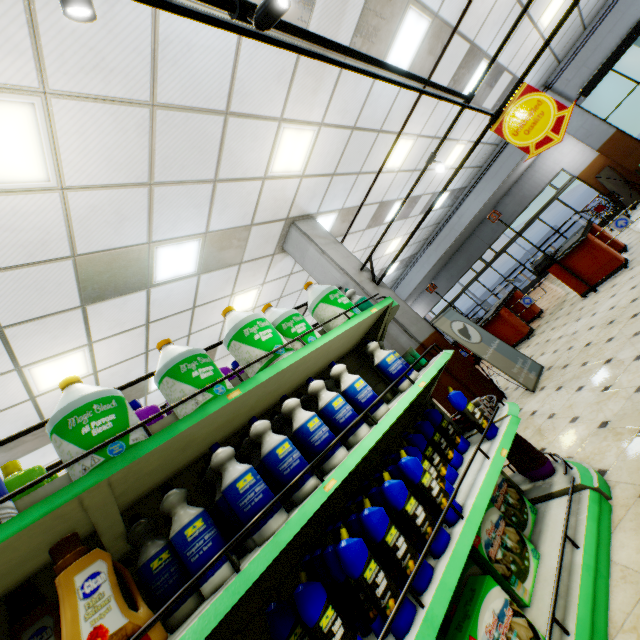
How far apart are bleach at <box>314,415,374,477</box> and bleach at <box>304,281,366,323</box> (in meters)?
0.42

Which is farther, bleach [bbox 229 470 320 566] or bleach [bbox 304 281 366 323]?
bleach [bbox 304 281 366 323]

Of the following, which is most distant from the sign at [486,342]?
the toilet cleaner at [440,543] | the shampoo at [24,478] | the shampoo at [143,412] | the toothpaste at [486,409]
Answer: the shampoo at [24,478]

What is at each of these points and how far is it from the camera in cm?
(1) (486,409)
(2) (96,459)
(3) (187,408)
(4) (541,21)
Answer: (1) toothpaste, 254
(2) bleach, 128
(3) bleach, 160
(4) building, 760

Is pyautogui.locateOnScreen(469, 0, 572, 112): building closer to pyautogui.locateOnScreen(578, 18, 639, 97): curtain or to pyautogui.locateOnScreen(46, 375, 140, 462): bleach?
pyautogui.locateOnScreen(578, 18, 639, 97): curtain

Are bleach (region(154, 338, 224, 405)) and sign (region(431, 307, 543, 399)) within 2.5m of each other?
no

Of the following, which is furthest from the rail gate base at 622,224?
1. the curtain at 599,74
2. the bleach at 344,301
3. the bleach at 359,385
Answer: the bleach at 359,385

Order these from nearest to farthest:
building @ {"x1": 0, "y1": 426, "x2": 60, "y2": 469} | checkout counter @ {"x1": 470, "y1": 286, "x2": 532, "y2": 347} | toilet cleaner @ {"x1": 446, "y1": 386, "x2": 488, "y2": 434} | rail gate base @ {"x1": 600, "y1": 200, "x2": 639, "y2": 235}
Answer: toilet cleaner @ {"x1": 446, "y1": 386, "x2": 488, "y2": 434}
building @ {"x1": 0, "y1": 426, "x2": 60, "y2": 469}
rail gate base @ {"x1": 600, "y1": 200, "x2": 639, "y2": 235}
checkout counter @ {"x1": 470, "y1": 286, "x2": 532, "y2": 347}
